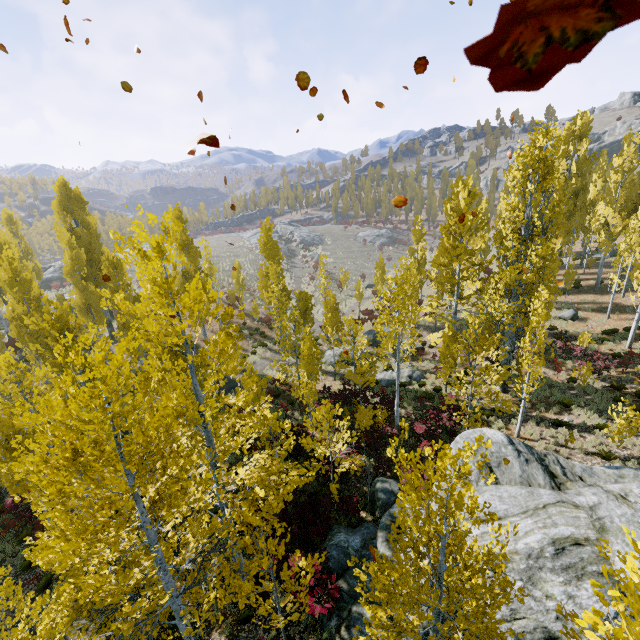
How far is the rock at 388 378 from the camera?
21.77m

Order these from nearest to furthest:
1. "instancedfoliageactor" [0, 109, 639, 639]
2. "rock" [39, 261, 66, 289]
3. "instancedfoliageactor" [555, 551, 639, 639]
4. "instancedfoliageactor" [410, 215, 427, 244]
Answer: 1. "instancedfoliageactor" [555, 551, 639, 639]
2. "instancedfoliageactor" [0, 109, 639, 639]
3. "instancedfoliageactor" [410, 215, 427, 244]
4. "rock" [39, 261, 66, 289]

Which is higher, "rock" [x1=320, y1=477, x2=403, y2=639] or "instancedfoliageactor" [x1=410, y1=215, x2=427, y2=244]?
"instancedfoliageactor" [x1=410, y1=215, x2=427, y2=244]

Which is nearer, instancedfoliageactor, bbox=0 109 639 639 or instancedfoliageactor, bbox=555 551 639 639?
instancedfoliageactor, bbox=555 551 639 639

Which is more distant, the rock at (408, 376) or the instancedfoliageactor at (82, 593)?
the rock at (408, 376)

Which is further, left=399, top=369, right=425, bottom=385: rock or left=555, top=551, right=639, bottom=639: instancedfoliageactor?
left=399, top=369, right=425, bottom=385: rock

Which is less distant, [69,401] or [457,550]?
[69,401]

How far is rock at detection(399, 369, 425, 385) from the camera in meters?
21.8
